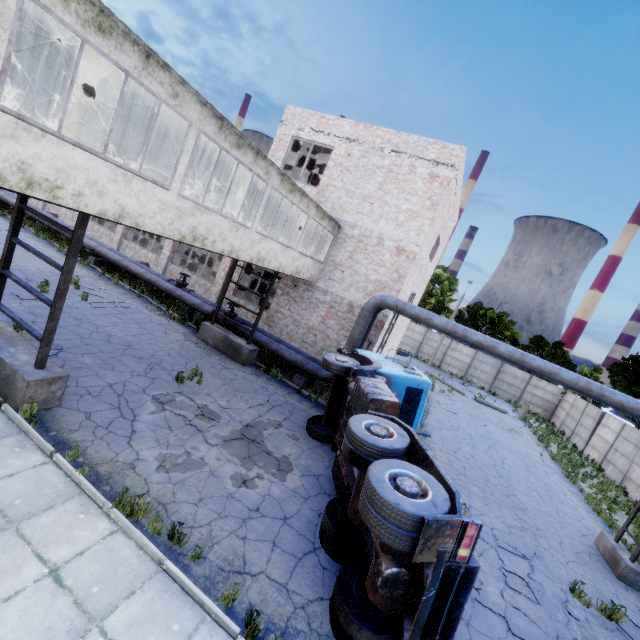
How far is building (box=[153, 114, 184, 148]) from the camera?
9.75m

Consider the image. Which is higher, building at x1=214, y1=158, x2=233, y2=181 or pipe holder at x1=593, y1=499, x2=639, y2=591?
building at x1=214, y1=158, x2=233, y2=181

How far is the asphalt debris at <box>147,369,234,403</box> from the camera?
9.5m

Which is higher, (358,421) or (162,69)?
(162,69)

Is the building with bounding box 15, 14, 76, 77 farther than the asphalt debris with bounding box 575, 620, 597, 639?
No

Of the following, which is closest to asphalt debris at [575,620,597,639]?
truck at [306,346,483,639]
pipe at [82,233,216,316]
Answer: truck at [306,346,483,639]

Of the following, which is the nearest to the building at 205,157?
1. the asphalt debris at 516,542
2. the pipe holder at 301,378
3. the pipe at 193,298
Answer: the pipe at 193,298

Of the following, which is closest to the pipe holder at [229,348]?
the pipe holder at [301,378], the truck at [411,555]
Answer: the pipe holder at [301,378]
